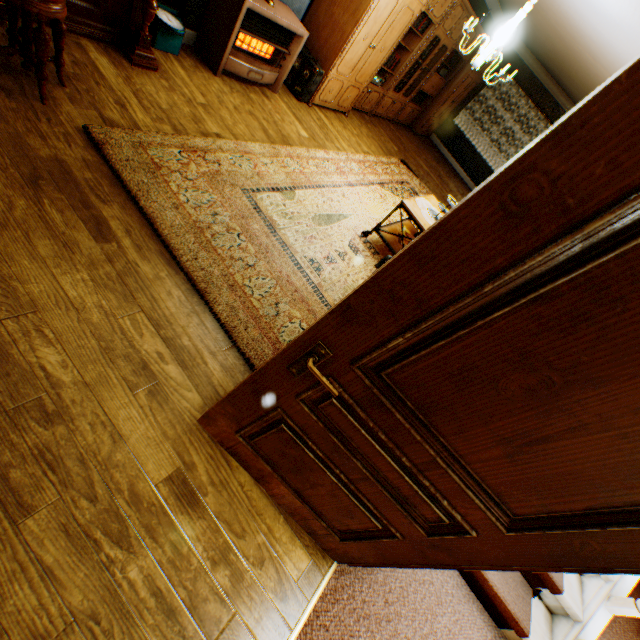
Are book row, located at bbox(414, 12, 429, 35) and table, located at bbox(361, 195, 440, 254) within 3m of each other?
no

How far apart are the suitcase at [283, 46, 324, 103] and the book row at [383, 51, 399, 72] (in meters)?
1.67

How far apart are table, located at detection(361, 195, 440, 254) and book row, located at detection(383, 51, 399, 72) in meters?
3.5

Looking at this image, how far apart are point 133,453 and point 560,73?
11.10m

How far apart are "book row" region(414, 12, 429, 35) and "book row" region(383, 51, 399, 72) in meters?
0.5 m

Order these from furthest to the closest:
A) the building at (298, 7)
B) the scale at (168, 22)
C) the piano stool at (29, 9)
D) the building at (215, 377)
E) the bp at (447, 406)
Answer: the building at (298, 7)
the scale at (168, 22)
the piano stool at (29, 9)
the building at (215, 377)
the bp at (447, 406)

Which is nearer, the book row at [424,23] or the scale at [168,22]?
the scale at [168,22]

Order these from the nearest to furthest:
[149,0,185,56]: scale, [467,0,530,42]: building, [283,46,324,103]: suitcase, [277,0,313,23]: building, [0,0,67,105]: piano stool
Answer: [0,0,67,105]: piano stool < [149,0,185,56]: scale < [277,0,313,23]: building < [283,46,324,103]: suitcase < [467,0,530,42]: building
